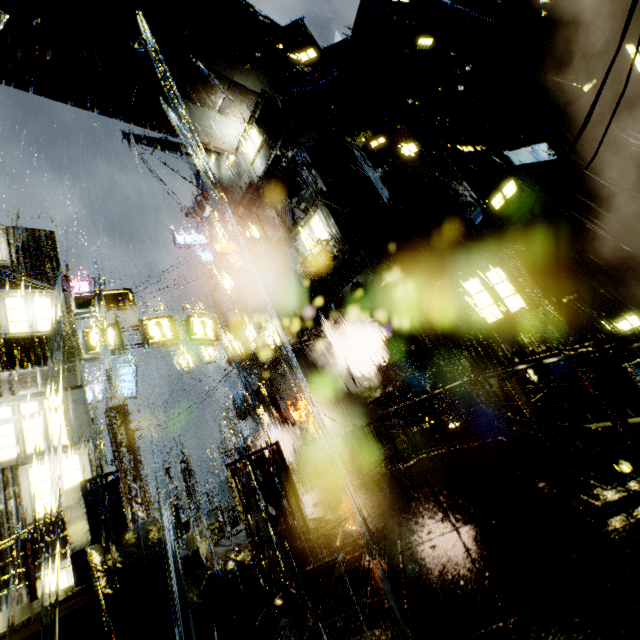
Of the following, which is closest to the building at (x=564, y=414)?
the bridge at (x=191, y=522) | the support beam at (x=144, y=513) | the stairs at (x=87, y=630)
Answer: the bridge at (x=191, y=522)

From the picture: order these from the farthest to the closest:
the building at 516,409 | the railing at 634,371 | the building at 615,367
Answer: the building at 615,367, the building at 516,409, the railing at 634,371

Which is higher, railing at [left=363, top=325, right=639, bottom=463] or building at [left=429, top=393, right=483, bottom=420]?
railing at [left=363, top=325, right=639, bottom=463]

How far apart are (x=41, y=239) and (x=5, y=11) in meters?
8.6 m

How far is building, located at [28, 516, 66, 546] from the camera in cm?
906

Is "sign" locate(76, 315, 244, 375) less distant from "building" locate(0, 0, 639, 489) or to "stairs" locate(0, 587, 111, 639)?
"building" locate(0, 0, 639, 489)

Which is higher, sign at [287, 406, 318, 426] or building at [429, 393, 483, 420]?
sign at [287, 406, 318, 426]

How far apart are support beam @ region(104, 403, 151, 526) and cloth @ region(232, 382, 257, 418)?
6.7 meters
